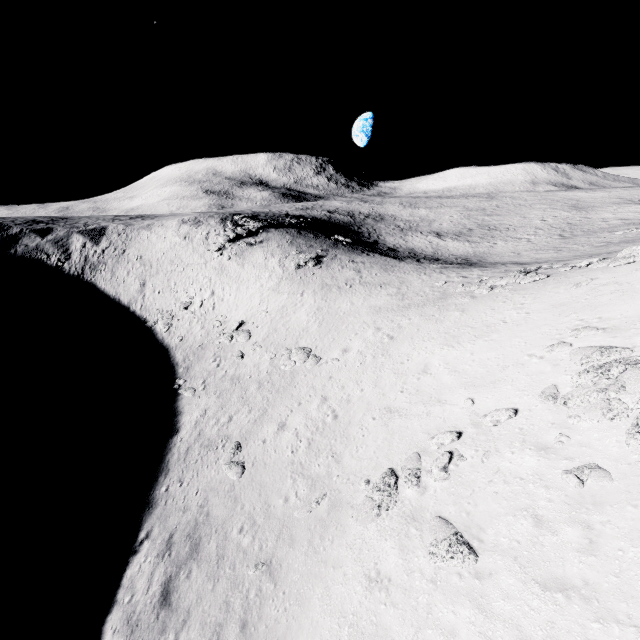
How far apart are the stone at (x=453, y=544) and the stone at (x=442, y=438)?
3.00m

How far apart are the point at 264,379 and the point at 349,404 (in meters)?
9.66

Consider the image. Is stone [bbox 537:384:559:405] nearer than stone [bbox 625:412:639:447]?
No

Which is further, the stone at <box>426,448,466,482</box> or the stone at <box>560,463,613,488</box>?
the stone at <box>426,448,466,482</box>

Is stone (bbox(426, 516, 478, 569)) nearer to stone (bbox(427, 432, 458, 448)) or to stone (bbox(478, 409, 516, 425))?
stone (bbox(427, 432, 458, 448))

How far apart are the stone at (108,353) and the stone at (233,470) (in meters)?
22.26

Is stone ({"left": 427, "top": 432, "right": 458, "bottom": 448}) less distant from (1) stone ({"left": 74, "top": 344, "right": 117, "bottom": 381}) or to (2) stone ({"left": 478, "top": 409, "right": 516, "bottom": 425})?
(2) stone ({"left": 478, "top": 409, "right": 516, "bottom": 425})

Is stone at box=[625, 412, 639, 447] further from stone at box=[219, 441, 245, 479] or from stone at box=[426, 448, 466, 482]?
stone at box=[219, 441, 245, 479]
